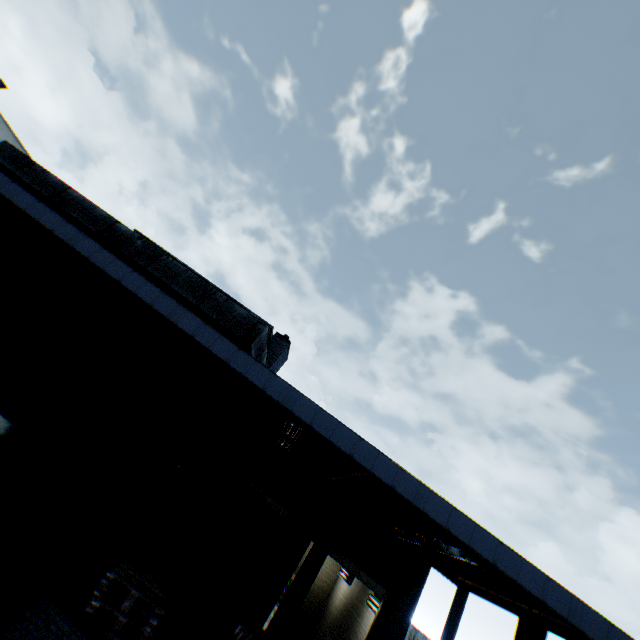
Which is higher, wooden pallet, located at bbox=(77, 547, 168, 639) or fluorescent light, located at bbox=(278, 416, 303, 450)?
fluorescent light, located at bbox=(278, 416, 303, 450)

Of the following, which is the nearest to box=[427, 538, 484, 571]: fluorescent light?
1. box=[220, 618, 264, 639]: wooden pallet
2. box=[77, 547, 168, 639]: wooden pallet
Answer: box=[220, 618, 264, 639]: wooden pallet

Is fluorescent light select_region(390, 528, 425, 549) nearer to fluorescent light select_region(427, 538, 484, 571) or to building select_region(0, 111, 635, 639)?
building select_region(0, 111, 635, 639)

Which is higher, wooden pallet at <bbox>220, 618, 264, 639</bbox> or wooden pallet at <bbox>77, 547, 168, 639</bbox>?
wooden pallet at <bbox>220, 618, 264, 639</bbox>

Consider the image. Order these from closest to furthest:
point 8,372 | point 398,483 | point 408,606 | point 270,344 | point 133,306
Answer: point 398,483, point 8,372, point 133,306, point 408,606, point 270,344

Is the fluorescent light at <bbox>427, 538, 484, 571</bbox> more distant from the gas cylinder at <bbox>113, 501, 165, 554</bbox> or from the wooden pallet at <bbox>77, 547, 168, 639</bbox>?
the gas cylinder at <bbox>113, 501, 165, 554</bbox>

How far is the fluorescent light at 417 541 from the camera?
7.9m

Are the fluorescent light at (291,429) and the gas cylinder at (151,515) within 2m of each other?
no
